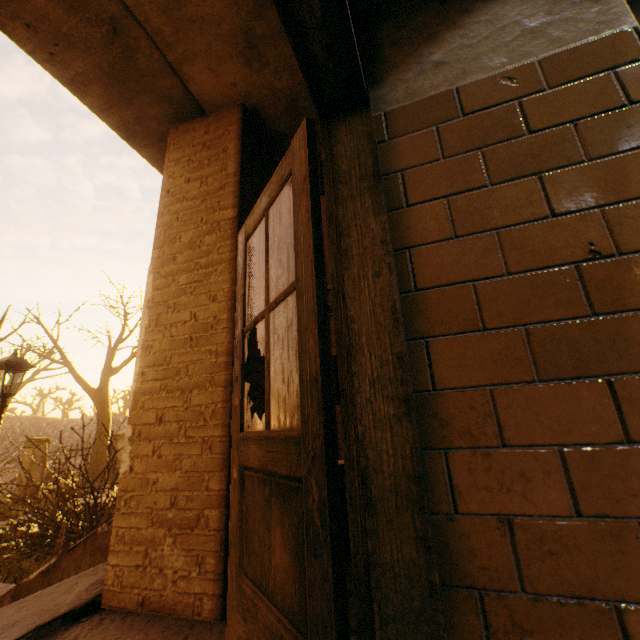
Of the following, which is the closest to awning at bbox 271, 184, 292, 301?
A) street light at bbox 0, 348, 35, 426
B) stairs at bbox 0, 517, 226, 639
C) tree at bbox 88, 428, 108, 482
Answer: stairs at bbox 0, 517, 226, 639

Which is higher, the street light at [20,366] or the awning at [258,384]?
the street light at [20,366]

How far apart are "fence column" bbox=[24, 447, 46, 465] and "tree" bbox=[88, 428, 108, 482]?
1.5m

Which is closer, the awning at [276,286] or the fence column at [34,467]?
the awning at [276,286]

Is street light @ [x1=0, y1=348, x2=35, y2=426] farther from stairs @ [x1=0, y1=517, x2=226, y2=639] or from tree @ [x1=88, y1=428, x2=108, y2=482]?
tree @ [x1=88, y1=428, x2=108, y2=482]

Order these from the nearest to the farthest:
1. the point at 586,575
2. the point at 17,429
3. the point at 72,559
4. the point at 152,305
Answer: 1. the point at 586,575
2. the point at 152,305
3. the point at 72,559
4. the point at 17,429

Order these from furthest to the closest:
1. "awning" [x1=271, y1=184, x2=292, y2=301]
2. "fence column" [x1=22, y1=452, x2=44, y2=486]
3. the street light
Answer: "fence column" [x1=22, y1=452, x2=44, y2=486] → the street light → "awning" [x1=271, y1=184, x2=292, y2=301]
